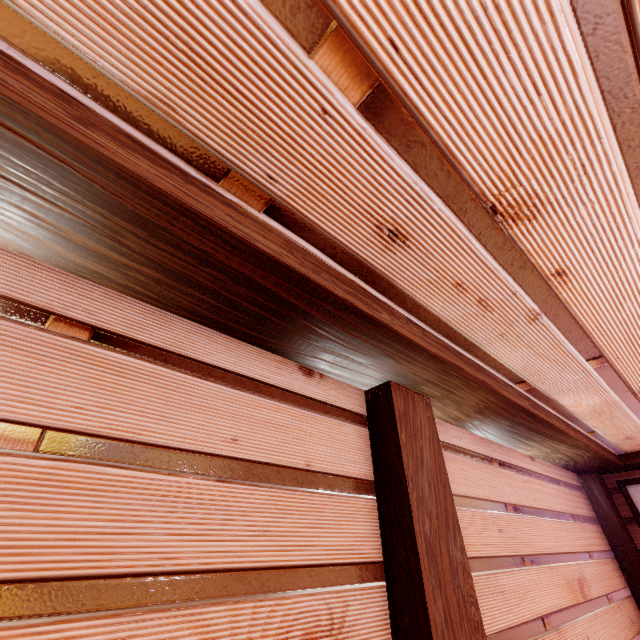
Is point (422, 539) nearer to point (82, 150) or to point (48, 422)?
A: point (48, 422)

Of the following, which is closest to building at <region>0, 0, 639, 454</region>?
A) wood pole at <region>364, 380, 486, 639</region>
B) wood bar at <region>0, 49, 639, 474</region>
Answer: wood bar at <region>0, 49, 639, 474</region>

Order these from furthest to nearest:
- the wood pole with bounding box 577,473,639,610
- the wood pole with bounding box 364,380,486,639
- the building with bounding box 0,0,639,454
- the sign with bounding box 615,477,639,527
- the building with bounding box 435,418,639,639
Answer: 1. the sign with bounding box 615,477,639,527
2. the wood pole with bounding box 577,473,639,610
3. the building with bounding box 435,418,639,639
4. the wood pole with bounding box 364,380,486,639
5. the building with bounding box 0,0,639,454

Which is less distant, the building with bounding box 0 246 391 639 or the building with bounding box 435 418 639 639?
the building with bounding box 0 246 391 639

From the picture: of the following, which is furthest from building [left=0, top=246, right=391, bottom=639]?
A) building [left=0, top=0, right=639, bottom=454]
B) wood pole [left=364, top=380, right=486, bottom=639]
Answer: building [left=0, top=0, right=639, bottom=454]

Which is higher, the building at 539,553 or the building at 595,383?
the building at 595,383

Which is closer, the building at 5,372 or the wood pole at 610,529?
the building at 5,372
